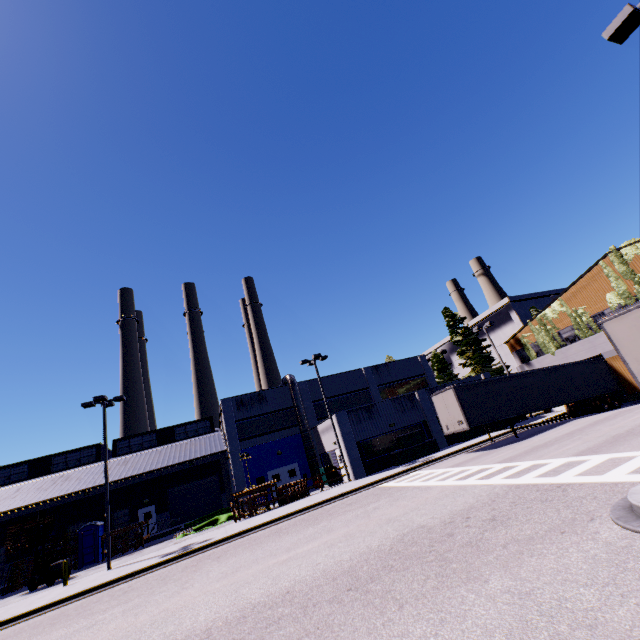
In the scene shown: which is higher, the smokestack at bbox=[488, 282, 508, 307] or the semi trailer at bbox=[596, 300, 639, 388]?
the smokestack at bbox=[488, 282, 508, 307]

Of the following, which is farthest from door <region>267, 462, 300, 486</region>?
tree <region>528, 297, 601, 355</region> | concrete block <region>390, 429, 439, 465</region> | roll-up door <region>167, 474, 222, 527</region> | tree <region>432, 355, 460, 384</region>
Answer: tree <region>432, 355, 460, 384</region>

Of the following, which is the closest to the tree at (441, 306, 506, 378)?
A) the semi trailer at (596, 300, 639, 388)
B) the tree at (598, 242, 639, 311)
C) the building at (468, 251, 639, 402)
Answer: the building at (468, 251, 639, 402)

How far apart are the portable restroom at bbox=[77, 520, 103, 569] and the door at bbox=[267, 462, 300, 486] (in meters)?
13.72

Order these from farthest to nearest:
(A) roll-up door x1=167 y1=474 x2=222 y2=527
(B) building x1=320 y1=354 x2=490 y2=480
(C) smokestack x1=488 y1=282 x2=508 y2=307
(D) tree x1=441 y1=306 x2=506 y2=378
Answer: (C) smokestack x1=488 y1=282 x2=508 y2=307 < (D) tree x1=441 y1=306 x2=506 y2=378 < (A) roll-up door x1=167 y1=474 x2=222 y2=527 < (B) building x1=320 y1=354 x2=490 y2=480

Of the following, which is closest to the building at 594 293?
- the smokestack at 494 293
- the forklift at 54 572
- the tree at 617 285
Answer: the tree at 617 285

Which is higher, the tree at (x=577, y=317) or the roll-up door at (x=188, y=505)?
the tree at (x=577, y=317)

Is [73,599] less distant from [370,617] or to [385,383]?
[370,617]
